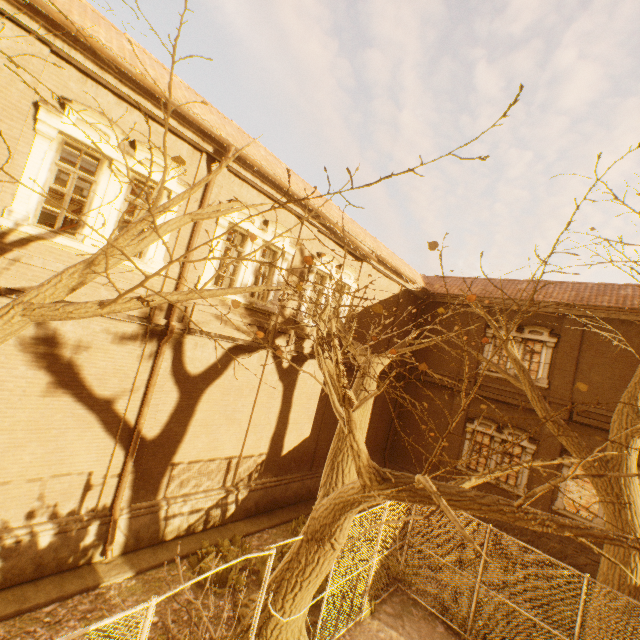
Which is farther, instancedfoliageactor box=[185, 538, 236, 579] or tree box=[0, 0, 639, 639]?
instancedfoliageactor box=[185, 538, 236, 579]

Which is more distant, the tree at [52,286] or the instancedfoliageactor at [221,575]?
the instancedfoliageactor at [221,575]

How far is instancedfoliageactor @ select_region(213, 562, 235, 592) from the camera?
8.0m

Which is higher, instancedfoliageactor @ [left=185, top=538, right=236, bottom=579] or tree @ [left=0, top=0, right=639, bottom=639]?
tree @ [left=0, top=0, right=639, bottom=639]

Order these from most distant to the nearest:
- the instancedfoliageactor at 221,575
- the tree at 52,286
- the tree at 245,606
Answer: the instancedfoliageactor at 221,575 → the tree at 245,606 → the tree at 52,286

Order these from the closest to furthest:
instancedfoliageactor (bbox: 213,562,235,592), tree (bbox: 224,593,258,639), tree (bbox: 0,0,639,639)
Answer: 1. tree (bbox: 0,0,639,639)
2. tree (bbox: 224,593,258,639)
3. instancedfoliageactor (bbox: 213,562,235,592)

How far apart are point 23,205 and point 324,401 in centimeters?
1128cm
